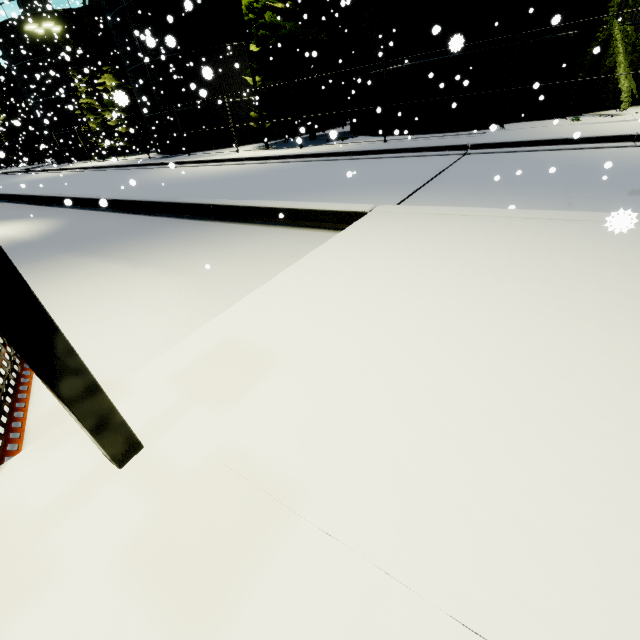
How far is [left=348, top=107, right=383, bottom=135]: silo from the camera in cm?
1772

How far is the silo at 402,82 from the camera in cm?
1323

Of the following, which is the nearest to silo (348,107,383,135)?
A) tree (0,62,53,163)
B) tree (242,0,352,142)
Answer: tree (242,0,352,142)

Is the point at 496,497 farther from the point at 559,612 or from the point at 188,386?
the point at 188,386

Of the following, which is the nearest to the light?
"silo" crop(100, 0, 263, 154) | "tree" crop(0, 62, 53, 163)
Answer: "silo" crop(100, 0, 263, 154)

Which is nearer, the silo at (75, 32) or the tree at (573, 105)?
the tree at (573, 105)

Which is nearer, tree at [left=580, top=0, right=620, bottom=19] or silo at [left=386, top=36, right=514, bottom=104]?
tree at [left=580, top=0, right=620, bottom=19]

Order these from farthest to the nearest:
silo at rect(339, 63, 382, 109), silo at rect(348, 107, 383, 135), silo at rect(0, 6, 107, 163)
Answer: silo at rect(0, 6, 107, 163) < silo at rect(348, 107, 383, 135) < silo at rect(339, 63, 382, 109)
